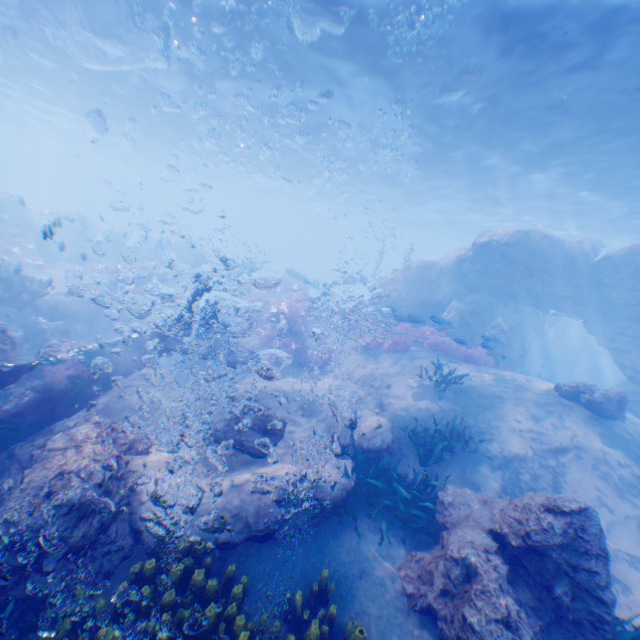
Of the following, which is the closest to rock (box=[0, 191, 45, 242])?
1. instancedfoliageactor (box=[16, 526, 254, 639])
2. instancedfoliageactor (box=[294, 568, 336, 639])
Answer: instancedfoliageactor (box=[16, 526, 254, 639])

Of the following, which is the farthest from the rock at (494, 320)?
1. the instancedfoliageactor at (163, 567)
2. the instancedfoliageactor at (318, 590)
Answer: the instancedfoliageactor at (318, 590)

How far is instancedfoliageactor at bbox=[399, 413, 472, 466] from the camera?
8.0 meters

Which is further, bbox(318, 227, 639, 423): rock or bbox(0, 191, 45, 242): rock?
bbox(0, 191, 45, 242): rock

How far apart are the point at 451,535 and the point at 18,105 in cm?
5267

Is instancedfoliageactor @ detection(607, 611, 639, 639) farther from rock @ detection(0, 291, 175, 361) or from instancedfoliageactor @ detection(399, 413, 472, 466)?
instancedfoliageactor @ detection(399, 413, 472, 466)

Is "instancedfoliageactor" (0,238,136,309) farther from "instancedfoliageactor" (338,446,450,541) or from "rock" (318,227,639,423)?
"instancedfoliageactor" (338,446,450,541)

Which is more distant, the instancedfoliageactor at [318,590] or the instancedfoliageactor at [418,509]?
the instancedfoliageactor at [418,509]
